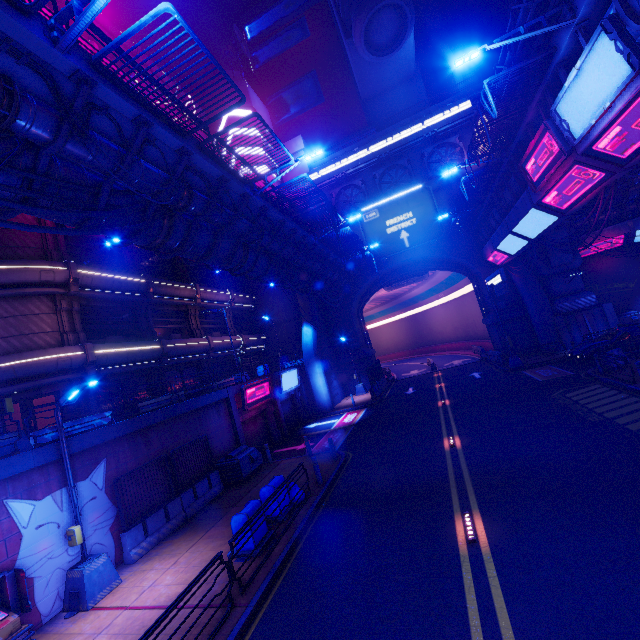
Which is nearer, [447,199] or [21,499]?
[21,499]

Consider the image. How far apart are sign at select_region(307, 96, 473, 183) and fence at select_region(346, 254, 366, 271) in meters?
12.0

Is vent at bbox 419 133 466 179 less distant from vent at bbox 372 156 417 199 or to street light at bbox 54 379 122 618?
vent at bbox 372 156 417 199

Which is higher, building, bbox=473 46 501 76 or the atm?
building, bbox=473 46 501 76

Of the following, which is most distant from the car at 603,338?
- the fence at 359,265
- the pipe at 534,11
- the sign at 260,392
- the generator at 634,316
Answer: the sign at 260,392

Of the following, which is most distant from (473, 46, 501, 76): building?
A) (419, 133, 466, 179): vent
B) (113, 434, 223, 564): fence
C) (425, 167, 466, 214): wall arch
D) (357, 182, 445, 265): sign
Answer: (113, 434, 223, 564): fence

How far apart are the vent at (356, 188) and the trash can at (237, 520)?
32.28m

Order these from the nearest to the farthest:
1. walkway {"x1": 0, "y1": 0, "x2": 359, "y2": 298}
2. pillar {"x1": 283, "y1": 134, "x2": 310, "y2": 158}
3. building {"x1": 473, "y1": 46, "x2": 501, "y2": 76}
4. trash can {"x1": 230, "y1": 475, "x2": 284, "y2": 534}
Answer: walkway {"x1": 0, "y1": 0, "x2": 359, "y2": 298}
trash can {"x1": 230, "y1": 475, "x2": 284, "y2": 534}
pillar {"x1": 283, "y1": 134, "x2": 310, "y2": 158}
building {"x1": 473, "y1": 46, "x2": 501, "y2": 76}
